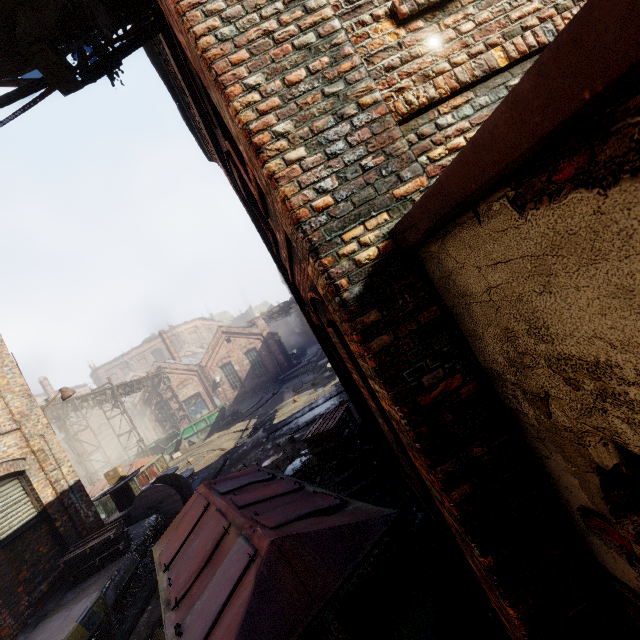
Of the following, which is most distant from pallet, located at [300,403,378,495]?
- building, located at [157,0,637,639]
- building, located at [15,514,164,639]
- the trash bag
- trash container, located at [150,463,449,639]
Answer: the trash bag

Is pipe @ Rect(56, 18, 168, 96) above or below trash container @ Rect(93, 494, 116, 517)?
above

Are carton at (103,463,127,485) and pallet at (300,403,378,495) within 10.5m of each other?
yes

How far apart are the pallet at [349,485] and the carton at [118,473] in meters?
8.4

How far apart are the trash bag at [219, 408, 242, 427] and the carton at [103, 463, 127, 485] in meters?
11.0

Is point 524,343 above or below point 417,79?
below

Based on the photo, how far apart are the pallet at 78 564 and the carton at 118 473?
3.54m
